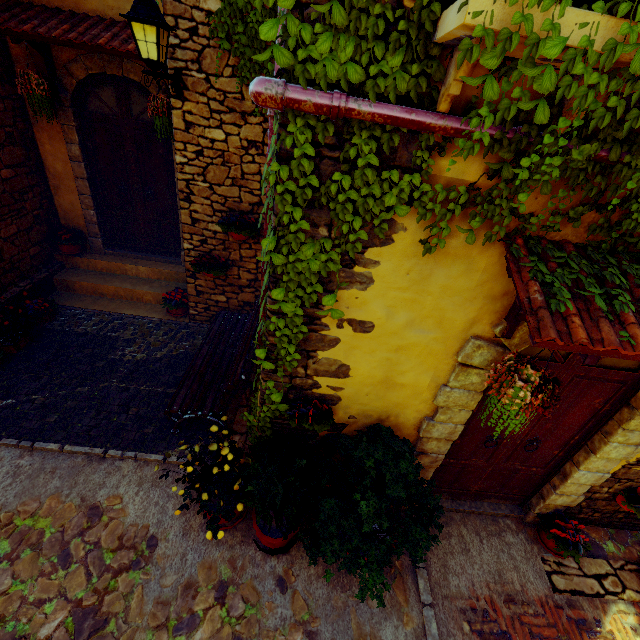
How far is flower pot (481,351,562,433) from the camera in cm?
207

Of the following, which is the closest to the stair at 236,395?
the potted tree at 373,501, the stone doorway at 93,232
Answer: the stone doorway at 93,232

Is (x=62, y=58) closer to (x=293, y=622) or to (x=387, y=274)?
(x=387, y=274)

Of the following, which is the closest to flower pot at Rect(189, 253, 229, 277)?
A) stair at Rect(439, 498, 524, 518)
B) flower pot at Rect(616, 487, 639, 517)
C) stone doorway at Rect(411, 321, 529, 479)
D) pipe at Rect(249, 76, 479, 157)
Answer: pipe at Rect(249, 76, 479, 157)

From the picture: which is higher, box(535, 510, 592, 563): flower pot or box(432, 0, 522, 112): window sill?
box(432, 0, 522, 112): window sill

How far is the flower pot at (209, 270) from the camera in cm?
495

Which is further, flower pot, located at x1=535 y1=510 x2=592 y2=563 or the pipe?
flower pot, located at x1=535 y1=510 x2=592 y2=563

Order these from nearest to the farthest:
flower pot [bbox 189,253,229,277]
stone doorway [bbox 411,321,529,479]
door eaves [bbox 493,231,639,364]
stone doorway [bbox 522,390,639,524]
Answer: door eaves [bbox 493,231,639,364] < stone doorway [bbox 411,321,529,479] < stone doorway [bbox 522,390,639,524] < flower pot [bbox 189,253,229,277]
